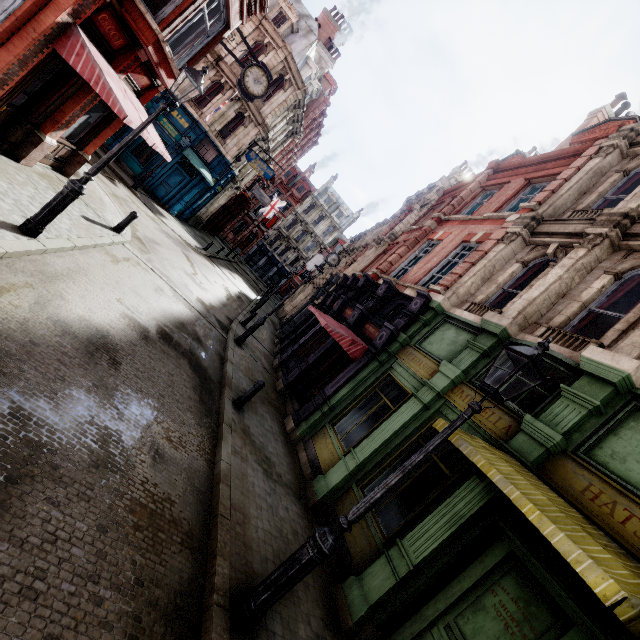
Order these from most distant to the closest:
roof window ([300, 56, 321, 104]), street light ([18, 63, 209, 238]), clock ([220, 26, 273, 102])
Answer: roof window ([300, 56, 321, 104]) → clock ([220, 26, 273, 102]) → street light ([18, 63, 209, 238])

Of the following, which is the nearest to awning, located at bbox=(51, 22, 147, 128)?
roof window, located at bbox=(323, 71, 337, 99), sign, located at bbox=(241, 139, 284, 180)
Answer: sign, located at bbox=(241, 139, 284, 180)

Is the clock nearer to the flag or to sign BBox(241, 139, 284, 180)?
sign BBox(241, 139, 284, 180)

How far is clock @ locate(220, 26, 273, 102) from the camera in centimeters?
1154cm

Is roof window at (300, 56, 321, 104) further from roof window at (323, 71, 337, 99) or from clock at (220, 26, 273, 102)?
clock at (220, 26, 273, 102)

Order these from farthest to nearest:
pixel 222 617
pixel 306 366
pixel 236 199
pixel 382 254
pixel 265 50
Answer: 1. pixel 236 199
2. pixel 265 50
3. pixel 382 254
4. pixel 306 366
5. pixel 222 617

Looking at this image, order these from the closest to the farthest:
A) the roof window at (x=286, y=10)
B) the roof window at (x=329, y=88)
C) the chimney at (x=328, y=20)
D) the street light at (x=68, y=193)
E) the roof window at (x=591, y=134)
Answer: the street light at (x=68, y=193), the roof window at (x=591, y=134), the roof window at (x=286, y=10), the chimney at (x=328, y=20), the roof window at (x=329, y=88)

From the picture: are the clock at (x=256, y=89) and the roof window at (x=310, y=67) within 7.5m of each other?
no
